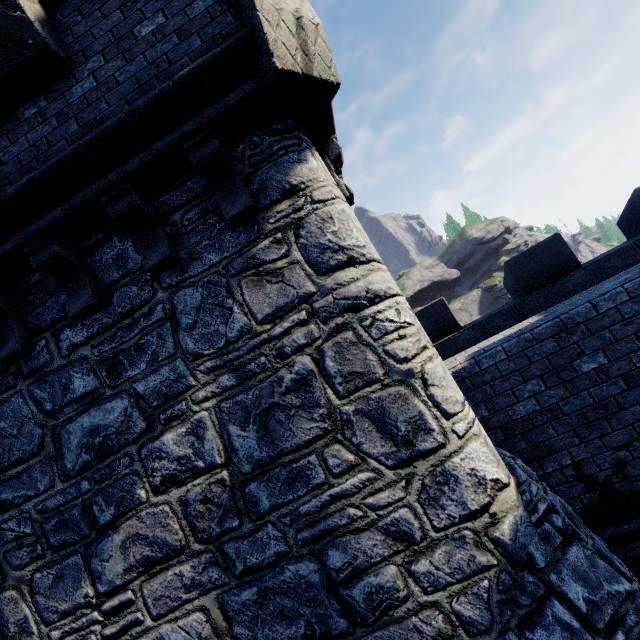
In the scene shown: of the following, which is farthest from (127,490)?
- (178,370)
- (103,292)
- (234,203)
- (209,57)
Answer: (209,57)
